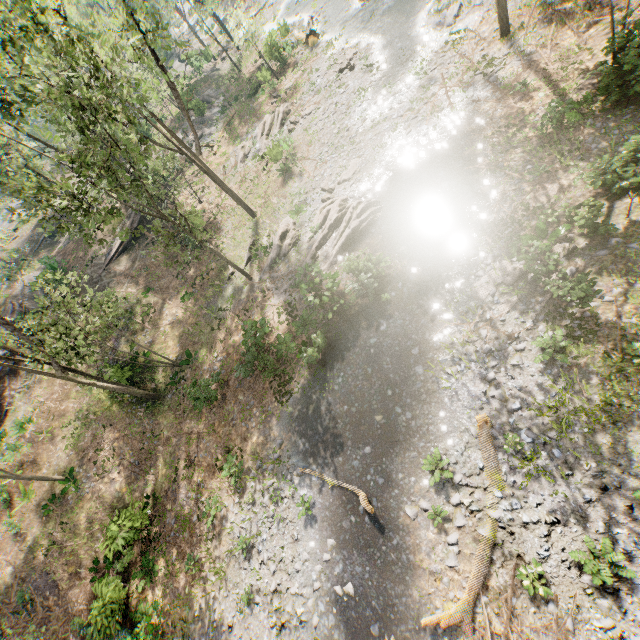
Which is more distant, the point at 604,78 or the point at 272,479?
the point at 272,479

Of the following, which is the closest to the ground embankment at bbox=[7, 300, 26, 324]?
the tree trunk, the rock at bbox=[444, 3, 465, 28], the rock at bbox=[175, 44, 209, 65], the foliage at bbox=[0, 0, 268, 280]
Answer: the foliage at bbox=[0, 0, 268, 280]

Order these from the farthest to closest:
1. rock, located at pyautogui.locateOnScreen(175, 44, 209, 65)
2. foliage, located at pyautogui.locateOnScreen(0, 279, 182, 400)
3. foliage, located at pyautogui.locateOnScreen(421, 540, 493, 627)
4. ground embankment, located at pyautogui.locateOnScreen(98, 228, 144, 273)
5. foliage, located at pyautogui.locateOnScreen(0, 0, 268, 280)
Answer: rock, located at pyautogui.locateOnScreen(175, 44, 209, 65)
ground embankment, located at pyautogui.locateOnScreen(98, 228, 144, 273)
foliage, located at pyautogui.locateOnScreen(0, 279, 182, 400)
foliage, located at pyautogui.locateOnScreen(0, 0, 268, 280)
foliage, located at pyautogui.locateOnScreen(421, 540, 493, 627)

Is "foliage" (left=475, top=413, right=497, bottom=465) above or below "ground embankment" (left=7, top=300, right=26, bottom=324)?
below

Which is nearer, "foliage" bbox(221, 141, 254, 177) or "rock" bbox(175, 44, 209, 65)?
"foliage" bbox(221, 141, 254, 177)

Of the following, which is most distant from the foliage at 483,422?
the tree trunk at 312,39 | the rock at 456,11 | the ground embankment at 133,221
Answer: the rock at 456,11

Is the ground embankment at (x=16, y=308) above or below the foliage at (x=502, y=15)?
above

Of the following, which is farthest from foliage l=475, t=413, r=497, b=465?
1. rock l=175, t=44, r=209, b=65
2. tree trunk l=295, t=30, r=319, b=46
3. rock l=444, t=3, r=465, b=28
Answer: rock l=444, t=3, r=465, b=28
